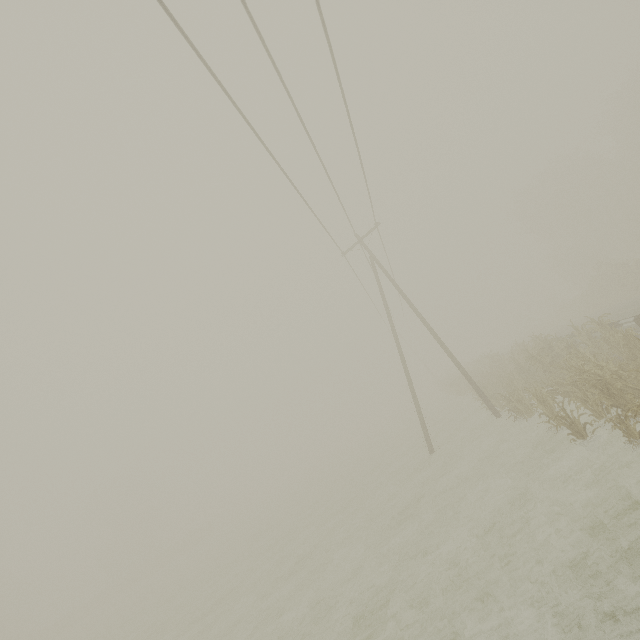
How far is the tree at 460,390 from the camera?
23.54m

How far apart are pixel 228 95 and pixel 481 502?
13.06m

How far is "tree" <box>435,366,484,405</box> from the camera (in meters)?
23.54
